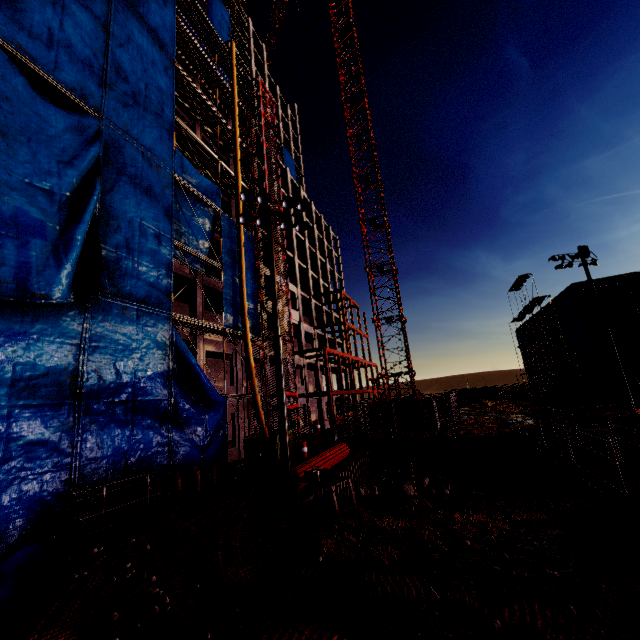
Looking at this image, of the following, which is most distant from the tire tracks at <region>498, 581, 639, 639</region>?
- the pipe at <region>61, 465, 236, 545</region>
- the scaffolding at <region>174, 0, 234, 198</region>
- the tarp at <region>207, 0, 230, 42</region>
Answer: the tarp at <region>207, 0, 230, 42</region>

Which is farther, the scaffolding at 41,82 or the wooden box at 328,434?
the wooden box at 328,434

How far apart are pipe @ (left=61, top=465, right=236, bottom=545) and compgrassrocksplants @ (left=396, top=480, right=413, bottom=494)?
12.4 meters

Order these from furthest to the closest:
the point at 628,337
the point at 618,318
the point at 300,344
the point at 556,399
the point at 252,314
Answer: the point at 300,344 < the point at 628,337 < the point at 618,318 < the point at 556,399 < the point at 252,314

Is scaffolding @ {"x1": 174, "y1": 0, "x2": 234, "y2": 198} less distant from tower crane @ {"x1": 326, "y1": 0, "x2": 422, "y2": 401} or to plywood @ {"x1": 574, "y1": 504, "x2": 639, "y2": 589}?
tower crane @ {"x1": 326, "y1": 0, "x2": 422, "y2": 401}

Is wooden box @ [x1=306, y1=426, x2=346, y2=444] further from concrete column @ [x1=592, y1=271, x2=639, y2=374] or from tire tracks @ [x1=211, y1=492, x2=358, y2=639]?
concrete column @ [x1=592, y1=271, x2=639, y2=374]

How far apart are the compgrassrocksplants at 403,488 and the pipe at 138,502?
12.4 meters

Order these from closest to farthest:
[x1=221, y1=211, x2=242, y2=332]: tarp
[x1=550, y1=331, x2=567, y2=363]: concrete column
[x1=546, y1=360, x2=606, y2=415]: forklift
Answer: [x1=221, y1=211, x2=242, y2=332]: tarp → [x1=546, y1=360, x2=606, y2=415]: forklift → [x1=550, y1=331, x2=567, y2=363]: concrete column
